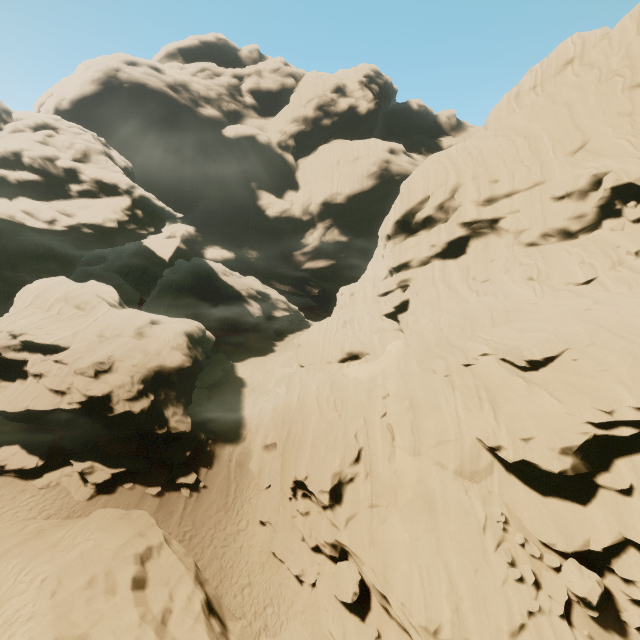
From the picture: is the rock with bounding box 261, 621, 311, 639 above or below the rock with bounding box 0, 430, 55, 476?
below

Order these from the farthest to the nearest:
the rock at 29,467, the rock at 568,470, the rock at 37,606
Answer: the rock at 29,467, the rock at 568,470, the rock at 37,606

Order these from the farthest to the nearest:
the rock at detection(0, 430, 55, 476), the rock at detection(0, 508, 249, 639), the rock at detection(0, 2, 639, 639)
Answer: the rock at detection(0, 430, 55, 476) → the rock at detection(0, 2, 639, 639) → the rock at detection(0, 508, 249, 639)

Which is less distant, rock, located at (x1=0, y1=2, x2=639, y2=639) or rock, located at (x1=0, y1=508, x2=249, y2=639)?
rock, located at (x1=0, y1=508, x2=249, y2=639)

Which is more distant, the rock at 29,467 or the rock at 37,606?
the rock at 29,467

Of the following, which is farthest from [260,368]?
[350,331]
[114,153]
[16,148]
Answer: [114,153]
